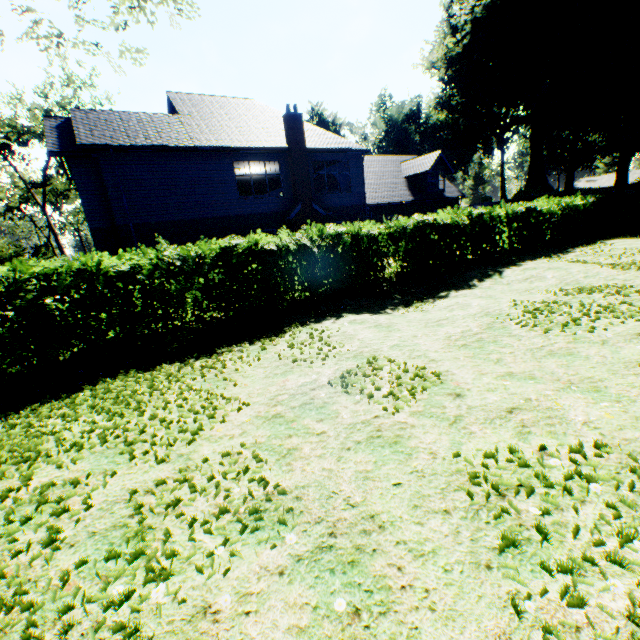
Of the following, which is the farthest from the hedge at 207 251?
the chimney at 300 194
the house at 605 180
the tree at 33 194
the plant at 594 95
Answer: the house at 605 180

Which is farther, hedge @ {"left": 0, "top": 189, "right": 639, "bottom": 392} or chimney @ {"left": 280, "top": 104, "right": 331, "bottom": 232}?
chimney @ {"left": 280, "top": 104, "right": 331, "bottom": 232}

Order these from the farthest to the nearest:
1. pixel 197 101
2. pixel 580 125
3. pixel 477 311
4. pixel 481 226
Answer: pixel 580 125 < pixel 197 101 < pixel 481 226 < pixel 477 311

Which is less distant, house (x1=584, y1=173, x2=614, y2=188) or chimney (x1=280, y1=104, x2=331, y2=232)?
chimney (x1=280, y1=104, x2=331, y2=232)

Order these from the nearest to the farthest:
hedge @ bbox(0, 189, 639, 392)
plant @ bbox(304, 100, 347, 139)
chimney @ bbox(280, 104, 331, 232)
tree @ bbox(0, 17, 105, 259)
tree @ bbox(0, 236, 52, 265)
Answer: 1. hedge @ bbox(0, 189, 639, 392)
2. tree @ bbox(0, 17, 105, 259)
3. chimney @ bbox(280, 104, 331, 232)
4. tree @ bbox(0, 236, 52, 265)
5. plant @ bbox(304, 100, 347, 139)

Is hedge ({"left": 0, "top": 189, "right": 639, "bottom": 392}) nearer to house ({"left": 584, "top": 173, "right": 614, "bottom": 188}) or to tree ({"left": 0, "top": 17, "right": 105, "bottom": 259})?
tree ({"left": 0, "top": 17, "right": 105, "bottom": 259})

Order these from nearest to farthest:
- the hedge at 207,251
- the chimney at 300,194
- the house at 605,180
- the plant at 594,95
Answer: the hedge at 207,251
the chimney at 300,194
the plant at 594,95
the house at 605,180

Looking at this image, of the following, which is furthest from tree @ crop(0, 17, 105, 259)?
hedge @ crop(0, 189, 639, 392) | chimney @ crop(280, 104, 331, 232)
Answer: chimney @ crop(280, 104, 331, 232)
